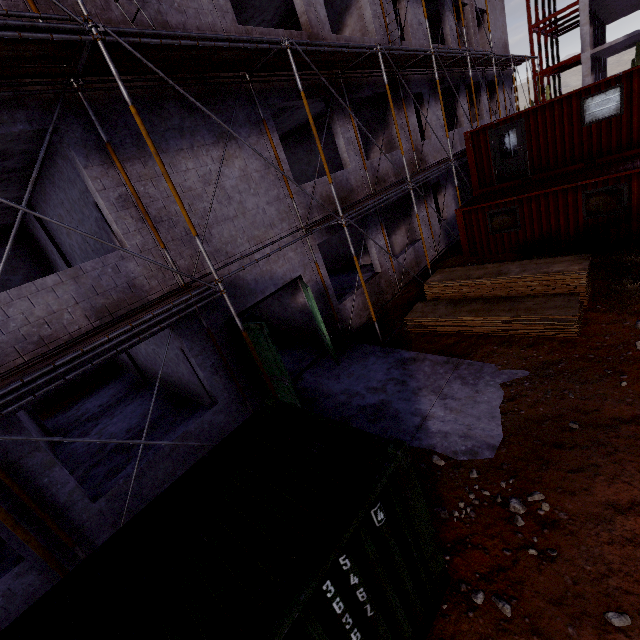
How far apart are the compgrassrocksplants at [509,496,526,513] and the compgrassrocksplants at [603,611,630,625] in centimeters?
113cm

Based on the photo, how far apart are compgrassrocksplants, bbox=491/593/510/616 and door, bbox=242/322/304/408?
4.9 meters

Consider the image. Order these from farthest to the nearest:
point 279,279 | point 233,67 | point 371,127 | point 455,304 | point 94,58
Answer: point 371,127 < point 455,304 < point 279,279 < point 233,67 < point 94,58

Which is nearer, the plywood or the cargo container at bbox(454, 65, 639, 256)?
the plywood

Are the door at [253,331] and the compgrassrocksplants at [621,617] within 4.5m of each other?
no

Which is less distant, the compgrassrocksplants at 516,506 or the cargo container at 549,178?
the compgrassrocksplants at 516,506

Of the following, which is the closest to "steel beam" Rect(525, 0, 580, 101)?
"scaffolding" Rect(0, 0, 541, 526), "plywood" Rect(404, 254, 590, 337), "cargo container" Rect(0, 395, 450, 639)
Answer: "scaffolding" Rect(0, 0, 541, 526)

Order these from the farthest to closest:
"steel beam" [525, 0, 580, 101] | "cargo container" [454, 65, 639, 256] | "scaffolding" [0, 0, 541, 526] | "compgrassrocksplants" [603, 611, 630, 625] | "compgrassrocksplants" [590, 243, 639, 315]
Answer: "steel beam" [525, 0, 580, 101] → "cargo container" [454, 65, 639, 256] → "compgrassrocksplants" [590, 243, 639, 315] → "scaffolding" [0, 0, 541, 526] → "compgrassrocksplants" [603, 611, 630, 625]
